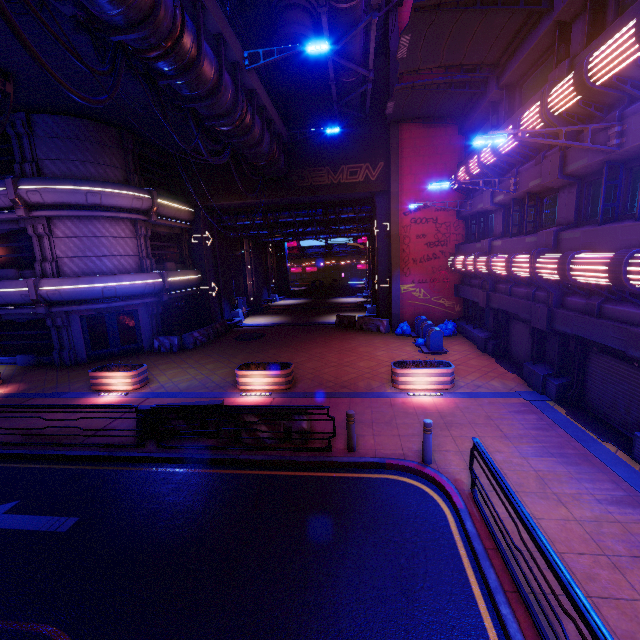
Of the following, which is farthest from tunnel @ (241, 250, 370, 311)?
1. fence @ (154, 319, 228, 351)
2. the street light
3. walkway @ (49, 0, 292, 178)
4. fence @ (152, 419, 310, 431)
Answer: fence @ (152, 419, 310, 431)

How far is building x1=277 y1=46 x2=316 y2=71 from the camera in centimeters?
1923cm

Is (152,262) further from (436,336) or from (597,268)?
(597,268)

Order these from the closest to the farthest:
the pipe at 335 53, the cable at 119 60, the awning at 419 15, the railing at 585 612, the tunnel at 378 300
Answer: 1. the railing at 585 612
2. the cable at 119 60
3. the awning at 419 15
4. the pipe at 335 53
5. the tunnel at 378 300

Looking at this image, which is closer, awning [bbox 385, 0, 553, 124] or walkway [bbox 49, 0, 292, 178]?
walkway [bbox 49, 0, 292, 178]

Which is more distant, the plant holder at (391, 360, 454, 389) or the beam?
the plant holder at (391, 360, 454, 389)

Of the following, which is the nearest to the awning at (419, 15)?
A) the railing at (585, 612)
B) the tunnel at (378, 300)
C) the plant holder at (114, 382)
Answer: the tunnel at (378, 300)

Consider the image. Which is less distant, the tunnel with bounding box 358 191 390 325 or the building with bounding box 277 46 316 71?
the building with bounding box 277 46 316 71
